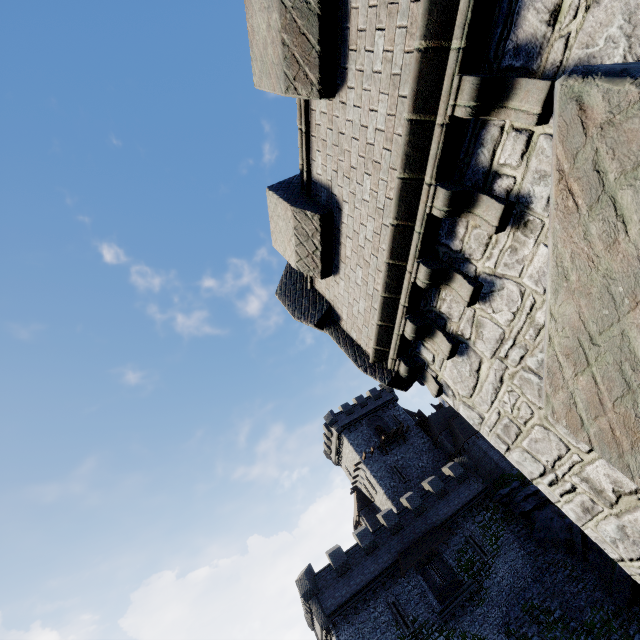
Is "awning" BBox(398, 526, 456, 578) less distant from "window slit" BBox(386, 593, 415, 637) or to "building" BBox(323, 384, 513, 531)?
"window slit" BBox(386, 593, 415, 637)

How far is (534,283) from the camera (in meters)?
3.38

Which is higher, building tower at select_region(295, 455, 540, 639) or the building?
the building

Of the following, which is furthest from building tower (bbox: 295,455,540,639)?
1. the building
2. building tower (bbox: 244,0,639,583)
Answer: building tower (bbox: 244,0,639,583)

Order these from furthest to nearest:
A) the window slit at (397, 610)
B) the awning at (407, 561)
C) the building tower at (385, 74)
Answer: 1. the awning at (407, 561)
2. the window slit at (397, 610)
3. the building tower at (385, 74)

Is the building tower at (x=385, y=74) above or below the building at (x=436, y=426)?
below

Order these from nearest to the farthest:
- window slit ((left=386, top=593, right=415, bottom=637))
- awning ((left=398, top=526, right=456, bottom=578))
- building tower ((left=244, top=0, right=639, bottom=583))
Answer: building tower ((left=244, top=0, right=639, bottom=583)) < window slit ((left=386, top=593, right=415, bottom=637)) < awning ((left=398, top=526, right=456, bottom=578))
